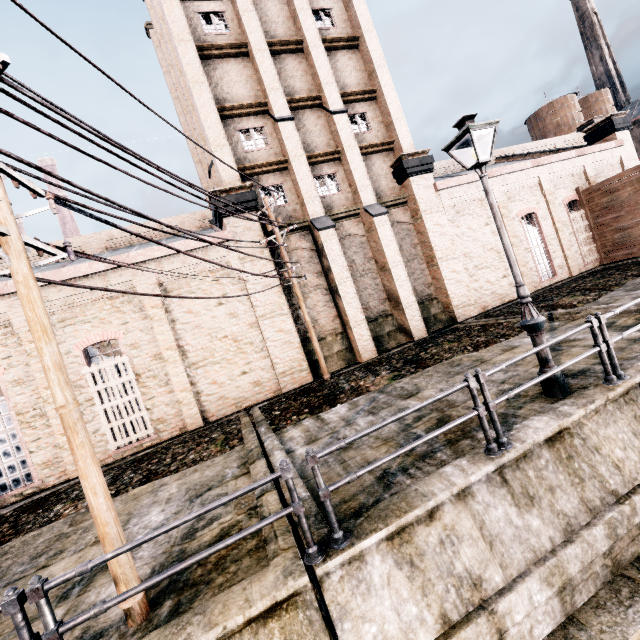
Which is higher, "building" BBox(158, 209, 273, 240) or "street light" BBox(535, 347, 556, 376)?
"building" BBox(158, 209, 273, 240)

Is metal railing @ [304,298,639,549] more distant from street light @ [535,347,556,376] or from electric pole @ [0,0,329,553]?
electric pole @ [0,0,329,553]

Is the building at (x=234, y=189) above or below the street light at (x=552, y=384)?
above

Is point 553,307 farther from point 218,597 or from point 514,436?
point 218,597

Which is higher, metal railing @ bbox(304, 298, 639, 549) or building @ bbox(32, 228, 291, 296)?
building @ bbox(32, 228, 291, 296)

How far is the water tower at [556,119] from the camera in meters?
48.7

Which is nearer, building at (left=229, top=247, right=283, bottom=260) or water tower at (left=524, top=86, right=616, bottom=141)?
building at (left=229, top=247, right=283, bottom=260)

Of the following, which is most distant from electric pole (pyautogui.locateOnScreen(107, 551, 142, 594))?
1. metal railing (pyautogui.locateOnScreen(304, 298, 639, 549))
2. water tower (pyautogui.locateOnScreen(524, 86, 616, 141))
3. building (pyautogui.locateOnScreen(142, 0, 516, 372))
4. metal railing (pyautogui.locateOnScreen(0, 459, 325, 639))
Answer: water tower (pyautogui.locateOnScreen(524, 86, 616, 141))
